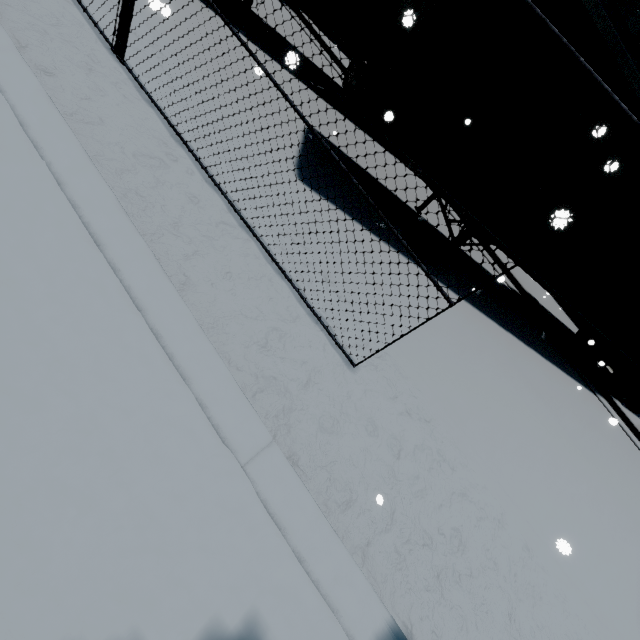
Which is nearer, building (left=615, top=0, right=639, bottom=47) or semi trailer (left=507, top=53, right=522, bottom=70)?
semi trailer (left=507, top=53, right=522, bottom=70)

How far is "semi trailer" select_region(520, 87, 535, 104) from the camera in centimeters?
458cm

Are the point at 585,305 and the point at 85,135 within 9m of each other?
no

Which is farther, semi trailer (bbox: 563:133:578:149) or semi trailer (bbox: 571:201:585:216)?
semi trailer (bbox: 571:201:585:216)

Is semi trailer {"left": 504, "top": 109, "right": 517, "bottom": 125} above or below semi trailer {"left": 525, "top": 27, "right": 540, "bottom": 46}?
below

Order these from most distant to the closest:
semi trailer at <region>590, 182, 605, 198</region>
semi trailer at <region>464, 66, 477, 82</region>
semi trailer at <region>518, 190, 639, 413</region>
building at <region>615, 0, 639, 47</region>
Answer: building at <region>615, 0, 639, 47</region>
semi trailer at <region>518, 190, 639, 413</region>
semi trailer at <region>590, 182, 605, 198</region>
semi trailer at <region>464, 66, 477, 82</region>

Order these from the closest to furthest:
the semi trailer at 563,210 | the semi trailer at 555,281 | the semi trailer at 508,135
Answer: the semi trailer at 563,210 < the semi trailer at 508,135 < the semi trailer at 555,281

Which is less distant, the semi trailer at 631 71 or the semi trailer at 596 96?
the semi trailer at 631 71
